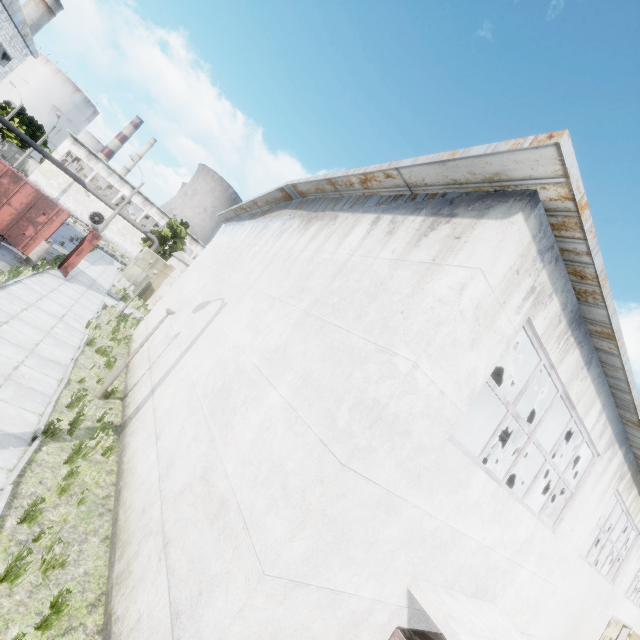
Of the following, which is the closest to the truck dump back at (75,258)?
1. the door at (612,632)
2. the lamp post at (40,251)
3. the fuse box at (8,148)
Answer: the lamp post at (40,251)

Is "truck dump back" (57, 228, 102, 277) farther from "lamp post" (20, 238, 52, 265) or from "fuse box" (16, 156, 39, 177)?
"fuse box" (16, 156, 39, 177)

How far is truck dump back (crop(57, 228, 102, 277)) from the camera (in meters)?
18.24

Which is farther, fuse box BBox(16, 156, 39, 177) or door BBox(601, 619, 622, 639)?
fuse box BBox(16, 156, 39, 177)

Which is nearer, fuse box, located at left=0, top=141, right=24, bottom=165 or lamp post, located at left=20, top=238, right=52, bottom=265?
lamp post, located at left=20, top=238, right=52, bottom=265

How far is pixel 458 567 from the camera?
5.3 meters

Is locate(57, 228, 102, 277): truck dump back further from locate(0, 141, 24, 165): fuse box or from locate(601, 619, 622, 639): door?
locate(0, 141, 24, 165): fuse box

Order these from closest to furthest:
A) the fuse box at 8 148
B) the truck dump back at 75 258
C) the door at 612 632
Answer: the door at 612 632, the truck dump back at 75 258, the fuse box at 8 148
